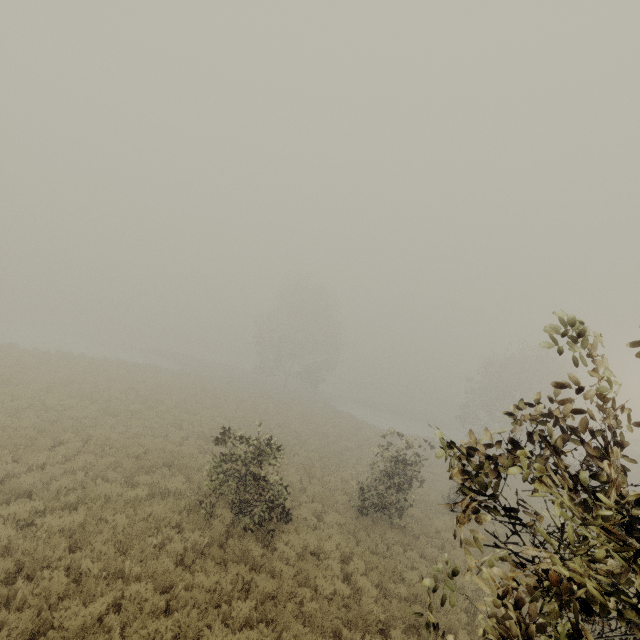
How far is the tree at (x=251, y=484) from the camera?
9.58m

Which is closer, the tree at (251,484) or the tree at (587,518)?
the tree at (587,518)

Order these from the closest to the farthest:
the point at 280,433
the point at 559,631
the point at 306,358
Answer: the point at 559,631
the point at 280,433
the point at 306,358

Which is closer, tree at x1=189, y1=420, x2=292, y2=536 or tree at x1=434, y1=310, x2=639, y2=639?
tree at x1=434, y1=310, x2=639, y2=639

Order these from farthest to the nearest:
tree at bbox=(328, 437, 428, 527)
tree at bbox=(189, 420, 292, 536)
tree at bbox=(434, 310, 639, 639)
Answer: tree at bbox=(328, 437, 428, 527) < tree at bbox=(189, 420, 292, 536) < tree at bbox=(434, 310, 639, 639)

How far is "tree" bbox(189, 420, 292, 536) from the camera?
9.6 meters
